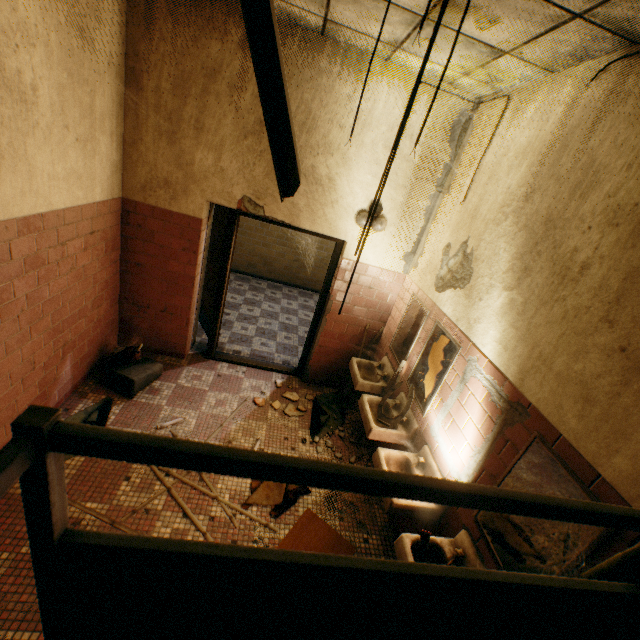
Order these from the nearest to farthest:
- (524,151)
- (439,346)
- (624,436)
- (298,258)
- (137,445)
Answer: (137,445)
(624,436)
(524,151)
(439,346)
(298,258)

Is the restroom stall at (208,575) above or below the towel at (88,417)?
above

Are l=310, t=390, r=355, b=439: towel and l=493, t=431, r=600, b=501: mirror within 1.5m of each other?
no

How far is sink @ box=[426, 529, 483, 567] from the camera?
2.10m

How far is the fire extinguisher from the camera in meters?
3.7

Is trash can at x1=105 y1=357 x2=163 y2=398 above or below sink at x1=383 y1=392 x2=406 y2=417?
below

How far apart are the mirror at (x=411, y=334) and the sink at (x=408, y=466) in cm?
104

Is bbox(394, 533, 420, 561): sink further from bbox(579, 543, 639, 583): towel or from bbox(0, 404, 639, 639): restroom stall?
bbox(579, 543, 639, 583): towel
